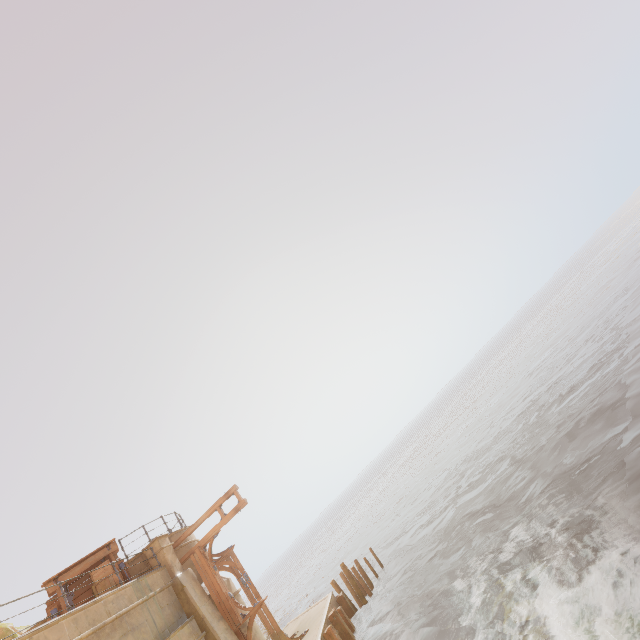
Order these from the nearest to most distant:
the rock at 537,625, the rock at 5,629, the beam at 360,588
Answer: the rock at 537,625
the rock at 5,629
the beam at 360,588

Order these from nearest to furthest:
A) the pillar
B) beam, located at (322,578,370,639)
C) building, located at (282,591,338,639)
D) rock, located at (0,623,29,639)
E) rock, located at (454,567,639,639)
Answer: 1. rock, located at (454,567,639,639)
2. the pillar
3. beam, located at (322,578,370,639)
4. building, located at (282,591,338,639)
5. rock, located at (0,623,29,639)

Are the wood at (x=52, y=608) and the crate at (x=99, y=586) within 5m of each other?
yes

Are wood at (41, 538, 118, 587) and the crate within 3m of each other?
yes

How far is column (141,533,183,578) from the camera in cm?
1300

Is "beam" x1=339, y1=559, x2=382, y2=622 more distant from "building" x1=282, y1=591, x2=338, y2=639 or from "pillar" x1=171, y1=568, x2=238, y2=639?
"pillar" x1=171, y1=568, x2=238, y2=639

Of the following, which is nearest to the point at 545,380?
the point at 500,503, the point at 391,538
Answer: the point at 500,503

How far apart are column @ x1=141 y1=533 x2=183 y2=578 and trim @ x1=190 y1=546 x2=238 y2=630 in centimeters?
42cm
